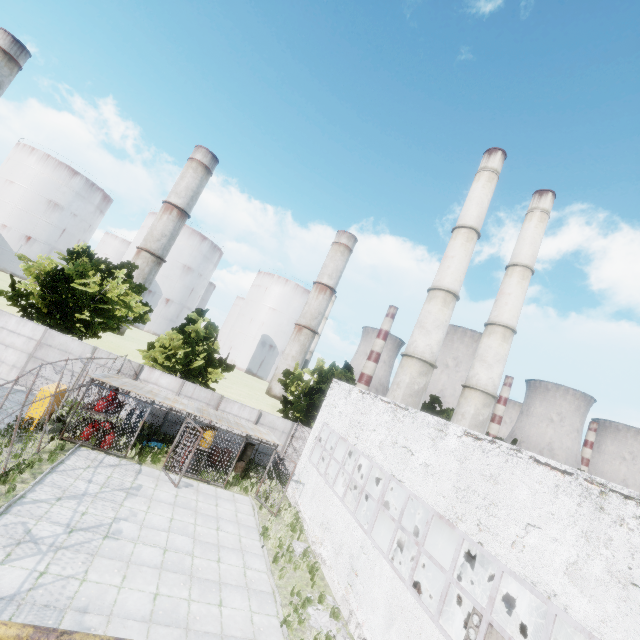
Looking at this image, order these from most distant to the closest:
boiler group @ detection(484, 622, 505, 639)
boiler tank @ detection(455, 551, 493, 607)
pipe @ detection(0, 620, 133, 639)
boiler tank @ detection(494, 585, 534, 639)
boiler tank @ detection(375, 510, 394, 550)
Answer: boiler tank @ detection(375, 510, 394, 550)
boiler tank @ detection(455, 551, 493, 607)
boiler tank @ detection(494, 585, 534, 639)
boiler group @ detection(484, 622, 505, 639)
pipe @ detection(0, 620, 133, 639)

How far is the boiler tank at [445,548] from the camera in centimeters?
1477cm

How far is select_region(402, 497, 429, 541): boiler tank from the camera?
16.74m

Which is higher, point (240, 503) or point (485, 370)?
point (485, 370)

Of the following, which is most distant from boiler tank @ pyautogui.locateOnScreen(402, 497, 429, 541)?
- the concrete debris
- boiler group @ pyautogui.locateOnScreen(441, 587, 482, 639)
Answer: the concrete debris

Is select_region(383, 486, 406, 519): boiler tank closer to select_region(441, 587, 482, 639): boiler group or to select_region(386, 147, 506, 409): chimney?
select_region(441, 587, 482, 639): boiler group

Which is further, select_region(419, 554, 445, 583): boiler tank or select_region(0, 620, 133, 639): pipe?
select_region(419, 554, 445, 583): boiler tank

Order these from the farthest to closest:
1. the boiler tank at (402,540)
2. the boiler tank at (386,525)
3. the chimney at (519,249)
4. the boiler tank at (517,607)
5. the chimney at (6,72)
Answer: the chimney at (6,72) < the chimney at (519,249) < the boiler tank at (386,525) < the boiler tank at (402,540) < the boiler tank at (517,607)
